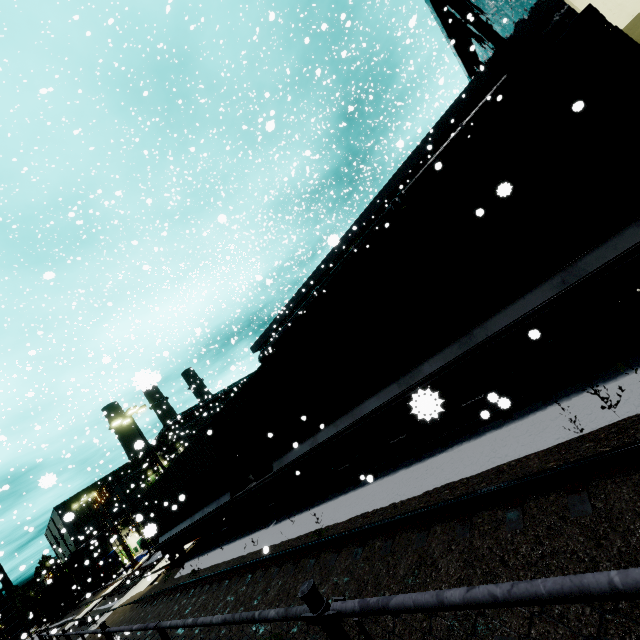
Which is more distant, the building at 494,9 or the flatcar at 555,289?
the building at 494,9

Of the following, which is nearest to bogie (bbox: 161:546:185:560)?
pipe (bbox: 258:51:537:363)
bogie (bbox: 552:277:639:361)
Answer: pipe (bbox: 258:51:537:363)

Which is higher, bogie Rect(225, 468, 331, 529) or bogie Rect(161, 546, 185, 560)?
bogie Rect(161, 546, 185, 560)

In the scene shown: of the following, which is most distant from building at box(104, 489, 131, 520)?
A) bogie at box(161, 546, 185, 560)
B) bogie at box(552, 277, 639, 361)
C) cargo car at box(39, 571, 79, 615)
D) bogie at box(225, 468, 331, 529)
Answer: bogie at box(161, 546, 185, 560)

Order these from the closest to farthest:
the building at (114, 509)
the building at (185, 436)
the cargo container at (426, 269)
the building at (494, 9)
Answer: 1. the cargo container at (426, 269)
2. the building at (494, 9)
3. the building at (185, 436)
4. the building at (114, 509)

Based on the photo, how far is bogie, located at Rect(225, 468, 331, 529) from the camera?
9.2 meters

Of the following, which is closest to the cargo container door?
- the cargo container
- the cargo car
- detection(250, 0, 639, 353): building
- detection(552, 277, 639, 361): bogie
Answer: the cargo container

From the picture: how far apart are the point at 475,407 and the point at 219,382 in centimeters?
583cm
